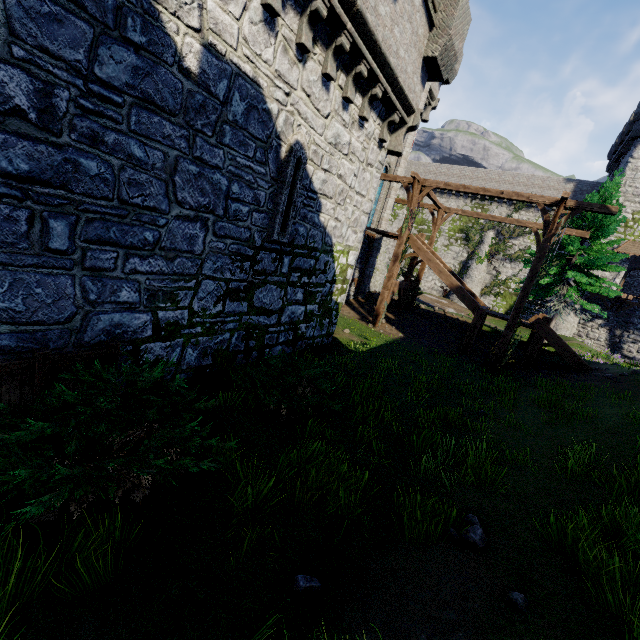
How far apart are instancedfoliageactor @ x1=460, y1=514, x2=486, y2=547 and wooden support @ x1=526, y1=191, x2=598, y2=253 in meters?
12.7 m

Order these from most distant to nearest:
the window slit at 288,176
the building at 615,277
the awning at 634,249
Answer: the building at 615,277 → the awning at 634,249 → the window slit at 288,176

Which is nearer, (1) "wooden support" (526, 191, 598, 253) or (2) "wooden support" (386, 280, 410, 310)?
(1) "wooden support" (526, 191, 598, 253)

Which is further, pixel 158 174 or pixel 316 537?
pixel 158 174

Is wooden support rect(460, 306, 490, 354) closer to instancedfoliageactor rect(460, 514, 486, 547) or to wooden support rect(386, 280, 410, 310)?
wooden support rect(386, 280, 410, 310)

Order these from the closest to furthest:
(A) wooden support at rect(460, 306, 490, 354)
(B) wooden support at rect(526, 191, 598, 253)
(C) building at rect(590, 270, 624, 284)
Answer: (B) wooden support at rect(526, 191, 598, 253) < (A) wooden support at rect(460, 306, 490, 354) < (C) building at rect(590, 270, 624, 284)

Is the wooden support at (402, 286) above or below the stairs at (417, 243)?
below

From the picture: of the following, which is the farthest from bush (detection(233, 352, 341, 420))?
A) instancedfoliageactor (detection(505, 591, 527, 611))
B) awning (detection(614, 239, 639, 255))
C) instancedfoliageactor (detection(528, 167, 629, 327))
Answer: awning (detection(614, 239, 639, 255))
